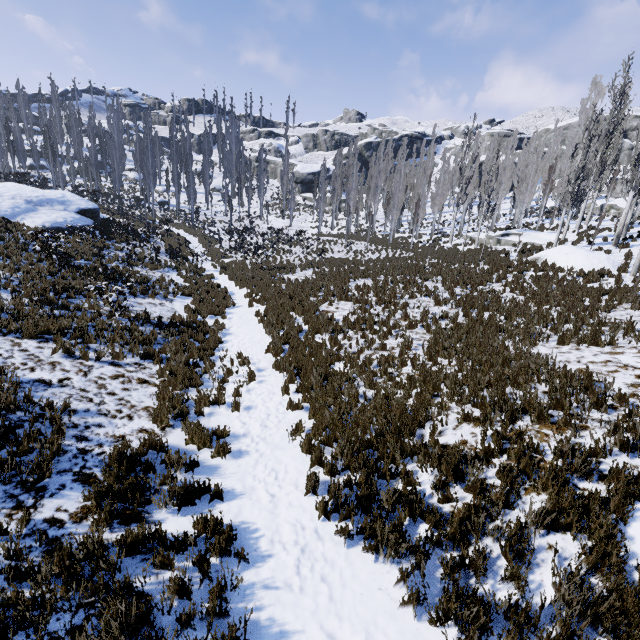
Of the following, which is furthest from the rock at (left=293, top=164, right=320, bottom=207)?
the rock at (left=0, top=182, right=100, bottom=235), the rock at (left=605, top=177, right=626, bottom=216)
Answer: the rock at (left=0, top=182, right=100, bottom=235)

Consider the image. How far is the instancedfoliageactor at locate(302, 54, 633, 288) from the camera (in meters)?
18.84

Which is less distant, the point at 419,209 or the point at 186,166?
the point at 419,209

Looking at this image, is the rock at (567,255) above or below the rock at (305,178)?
below

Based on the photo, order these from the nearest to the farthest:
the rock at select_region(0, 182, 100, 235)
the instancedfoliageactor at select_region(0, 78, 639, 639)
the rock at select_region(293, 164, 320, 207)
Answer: the instancedfoliageactor at select_region(0, 78, 639, 639)
the rock at select_region(0, 182, 100, 235)
the rock at select_region(293, 164, 320, 207)

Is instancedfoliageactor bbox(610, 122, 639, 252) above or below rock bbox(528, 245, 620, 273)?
above
